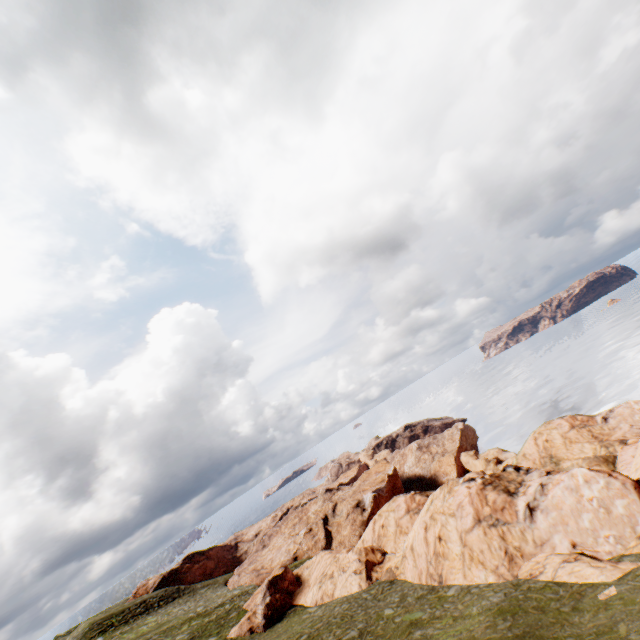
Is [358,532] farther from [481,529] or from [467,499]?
[481,529]
